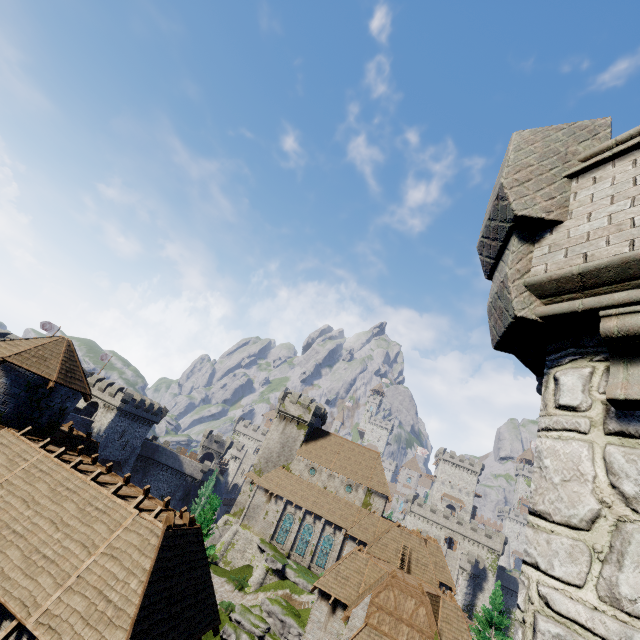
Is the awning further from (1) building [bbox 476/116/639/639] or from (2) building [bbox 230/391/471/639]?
(1) building [bbox 476/116/639/639]

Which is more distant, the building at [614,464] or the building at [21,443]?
the building at [21,443]

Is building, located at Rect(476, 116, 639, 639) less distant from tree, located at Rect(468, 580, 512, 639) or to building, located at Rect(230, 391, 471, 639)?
building, located at Rect(230, 391, 471, 639)

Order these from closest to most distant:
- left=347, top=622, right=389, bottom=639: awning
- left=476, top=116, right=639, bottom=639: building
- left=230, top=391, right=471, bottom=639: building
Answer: left=476, top=116, right=639, bottom=639: building
left=347, top=622, right=389, bottom=639: awning
left=230, top=391, right=471, bottom=639: building

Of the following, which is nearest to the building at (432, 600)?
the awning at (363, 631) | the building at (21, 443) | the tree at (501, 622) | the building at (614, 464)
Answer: the awning at (363, 631)

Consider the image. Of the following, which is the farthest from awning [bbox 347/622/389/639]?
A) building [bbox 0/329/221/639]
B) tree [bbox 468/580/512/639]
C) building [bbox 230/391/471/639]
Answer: tree [bbox 468/580/512/639]

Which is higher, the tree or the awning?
the tree

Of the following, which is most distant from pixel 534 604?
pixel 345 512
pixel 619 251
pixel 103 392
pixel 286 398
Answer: pixel 103 392
